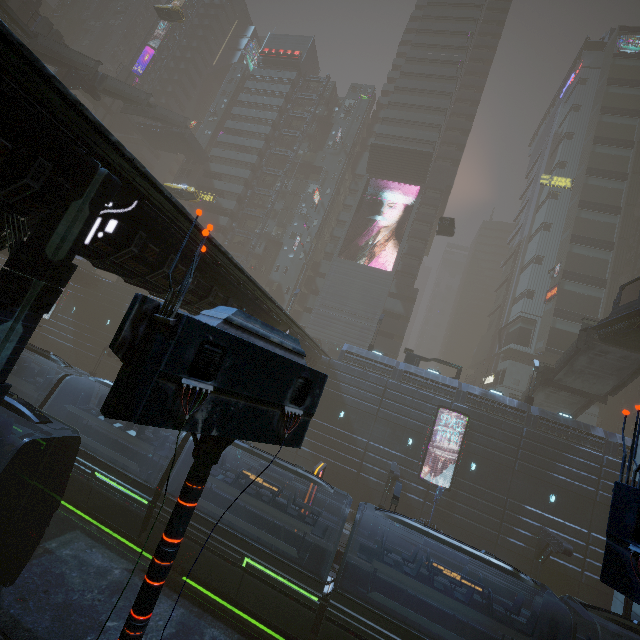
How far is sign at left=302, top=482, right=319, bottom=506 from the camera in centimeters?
1700cm

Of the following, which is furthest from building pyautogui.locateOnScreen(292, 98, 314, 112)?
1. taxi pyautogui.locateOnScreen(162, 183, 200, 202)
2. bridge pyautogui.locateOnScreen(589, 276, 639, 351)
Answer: bridge pyautogui.locateOnScreen(589, 276, 639, 351)

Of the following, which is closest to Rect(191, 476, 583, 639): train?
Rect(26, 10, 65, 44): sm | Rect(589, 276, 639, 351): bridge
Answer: Rect(26, 10, 65, 44): sm

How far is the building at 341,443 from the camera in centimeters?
2470cm

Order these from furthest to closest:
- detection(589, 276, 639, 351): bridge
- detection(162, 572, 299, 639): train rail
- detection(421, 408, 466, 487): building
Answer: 1. detection(421, 408, 466, 487): building
2. detection(589, 276, 639, 351): bridge
3. detection(162, 572, 299, 639): train rail

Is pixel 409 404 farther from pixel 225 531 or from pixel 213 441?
pixel 213 441

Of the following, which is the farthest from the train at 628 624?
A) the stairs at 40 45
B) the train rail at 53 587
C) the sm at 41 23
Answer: the stairs at 40 45

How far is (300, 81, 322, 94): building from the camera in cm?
5875
